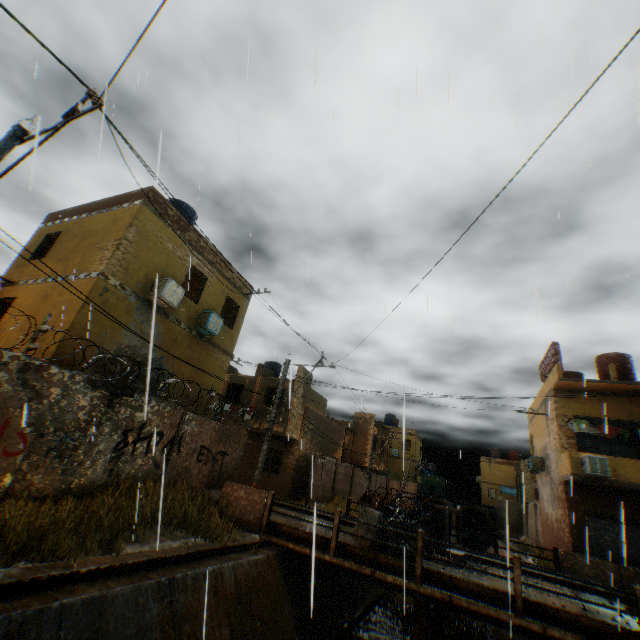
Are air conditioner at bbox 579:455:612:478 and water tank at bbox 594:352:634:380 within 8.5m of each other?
yes

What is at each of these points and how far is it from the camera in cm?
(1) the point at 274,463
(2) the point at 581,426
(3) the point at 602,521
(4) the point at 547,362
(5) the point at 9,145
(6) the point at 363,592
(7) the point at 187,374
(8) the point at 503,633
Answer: (1) shutter, 2245
(2) dryer, 1689
(3) rolling overhead door, 1526
(4) wooden shield, 1933
(5) electric pole, 564
(6) concrete channel, 1420
(7) building, 1329
(8) concrete channel, 1238

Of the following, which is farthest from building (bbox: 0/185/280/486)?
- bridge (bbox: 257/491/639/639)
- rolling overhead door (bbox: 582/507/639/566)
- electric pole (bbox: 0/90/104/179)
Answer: electric pole (bbox: 0/90/104/179)

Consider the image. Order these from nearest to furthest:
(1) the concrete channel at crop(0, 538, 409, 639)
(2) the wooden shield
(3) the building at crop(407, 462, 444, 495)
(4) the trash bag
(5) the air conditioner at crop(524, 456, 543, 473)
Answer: (1) the concrete channel at crop(0, 538, 409, 639)
(4) the trash bag
(2) the wooden shield
(5) the air conditioner at crop(524, 456, 543, 473)
(3) the building at crop(407, 462, 444, 495)

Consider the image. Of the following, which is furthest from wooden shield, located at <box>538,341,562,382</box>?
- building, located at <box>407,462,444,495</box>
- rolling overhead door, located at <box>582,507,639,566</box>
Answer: building, located at <box>407,462,444,495</box>

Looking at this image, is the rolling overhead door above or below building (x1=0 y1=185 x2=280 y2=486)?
below

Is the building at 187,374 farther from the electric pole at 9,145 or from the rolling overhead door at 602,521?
the electric pole at 9,145

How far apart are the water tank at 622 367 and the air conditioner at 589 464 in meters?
5.7
